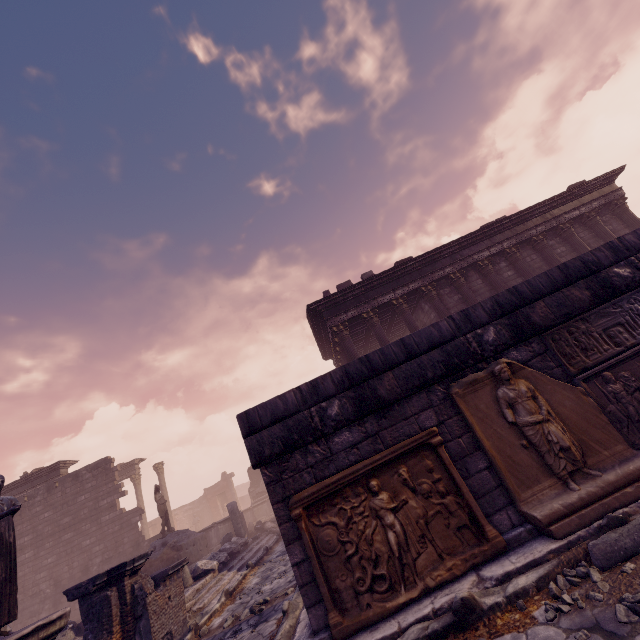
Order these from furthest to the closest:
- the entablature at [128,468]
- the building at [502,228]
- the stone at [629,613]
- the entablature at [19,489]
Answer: the entablature at [128,468] → the entablature at [19,489] → the building at [502,228] → the stone at [629,613]

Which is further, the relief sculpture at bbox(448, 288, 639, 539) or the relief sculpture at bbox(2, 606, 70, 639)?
the relief sculpture at bbox(2, 606, 70, 639)

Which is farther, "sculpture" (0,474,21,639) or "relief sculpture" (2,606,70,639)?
"sculpture" (0,474,21,639)

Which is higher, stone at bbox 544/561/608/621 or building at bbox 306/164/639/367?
building at bbox 306/164/639/367

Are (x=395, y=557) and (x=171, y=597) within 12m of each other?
yes

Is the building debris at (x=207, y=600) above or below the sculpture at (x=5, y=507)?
below

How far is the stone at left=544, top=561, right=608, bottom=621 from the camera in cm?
278

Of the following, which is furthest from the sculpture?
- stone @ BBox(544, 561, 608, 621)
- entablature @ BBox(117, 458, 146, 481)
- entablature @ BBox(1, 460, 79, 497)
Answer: entablature @ BBox(117, 458, 146, 481)
